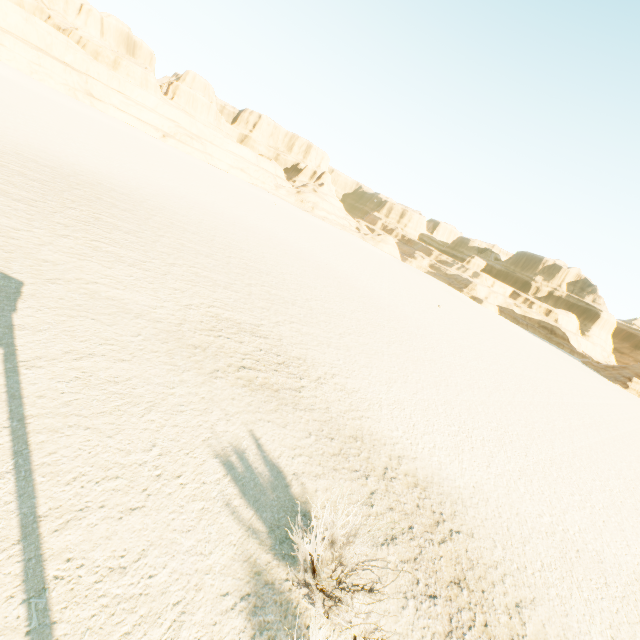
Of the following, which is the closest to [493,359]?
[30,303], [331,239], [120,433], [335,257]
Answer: [335,257]
